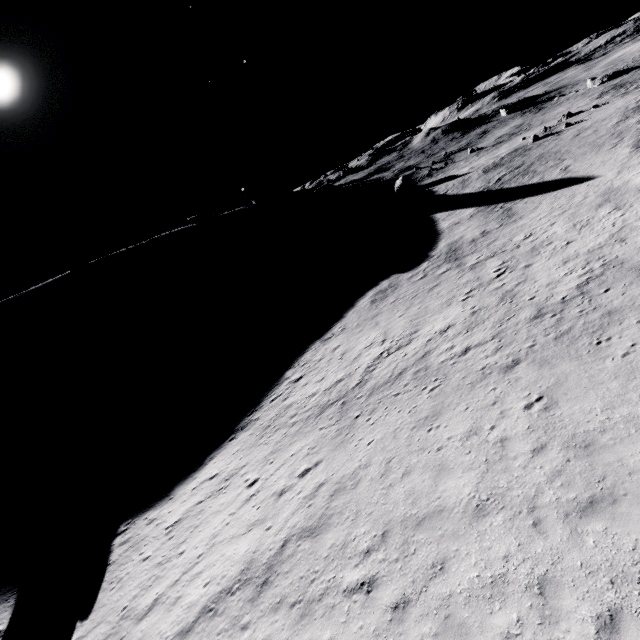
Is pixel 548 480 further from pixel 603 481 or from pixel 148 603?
pixel 148 603
